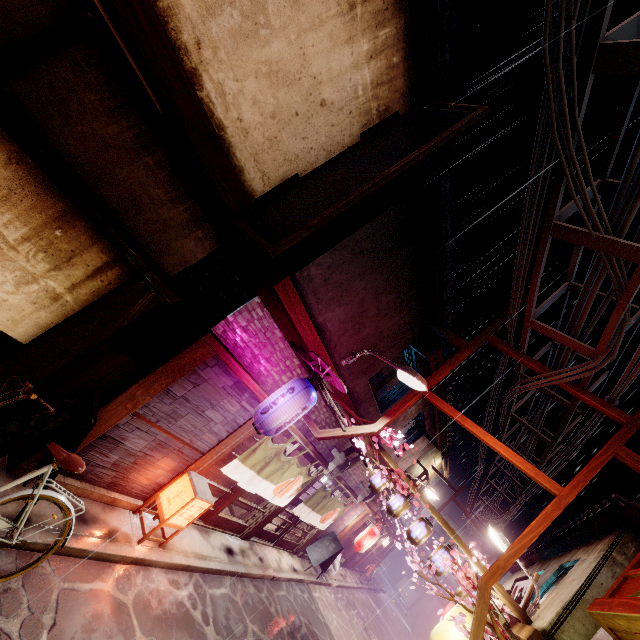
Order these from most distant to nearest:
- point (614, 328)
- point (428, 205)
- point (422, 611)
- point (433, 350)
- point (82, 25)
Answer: point (422, 611) → point (433, 350) → point (428, 205) → point (614, 328) → point (82, 25)

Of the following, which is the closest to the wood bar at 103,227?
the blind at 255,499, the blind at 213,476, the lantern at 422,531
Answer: the blind at 213,476

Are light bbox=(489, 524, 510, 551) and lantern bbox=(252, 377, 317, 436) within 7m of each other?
no

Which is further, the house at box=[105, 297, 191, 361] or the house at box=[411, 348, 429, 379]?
the house at box=[411, 348, 429, 379]

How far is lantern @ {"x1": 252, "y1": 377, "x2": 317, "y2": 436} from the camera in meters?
9.4

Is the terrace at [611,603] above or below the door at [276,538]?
above

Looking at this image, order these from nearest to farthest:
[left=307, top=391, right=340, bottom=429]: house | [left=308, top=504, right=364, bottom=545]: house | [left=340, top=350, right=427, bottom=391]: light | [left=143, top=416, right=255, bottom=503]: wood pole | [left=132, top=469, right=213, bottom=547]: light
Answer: [left=132, top=469, right=213, bottom=547]: light < [left=143, top=416, right=255, bottom=503]: wood pole < [left=340, top=350, right=427, bottom=391]: light < [left=307, top=391, right=340, bottom=429]: house < [left=308, top=504, right=364, bottom=545]: house

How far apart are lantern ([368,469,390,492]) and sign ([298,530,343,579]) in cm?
637
